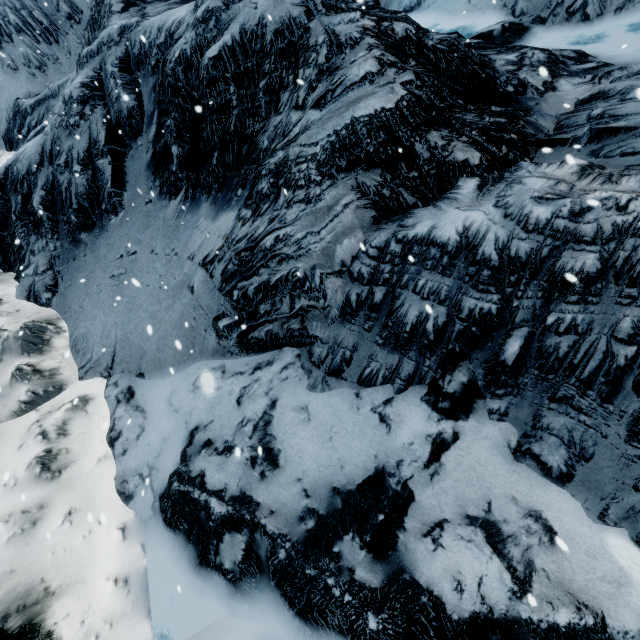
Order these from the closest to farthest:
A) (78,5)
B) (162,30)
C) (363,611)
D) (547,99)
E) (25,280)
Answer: (363,611) → (547,99) → (25,280) → (162,30) → (78,5)
